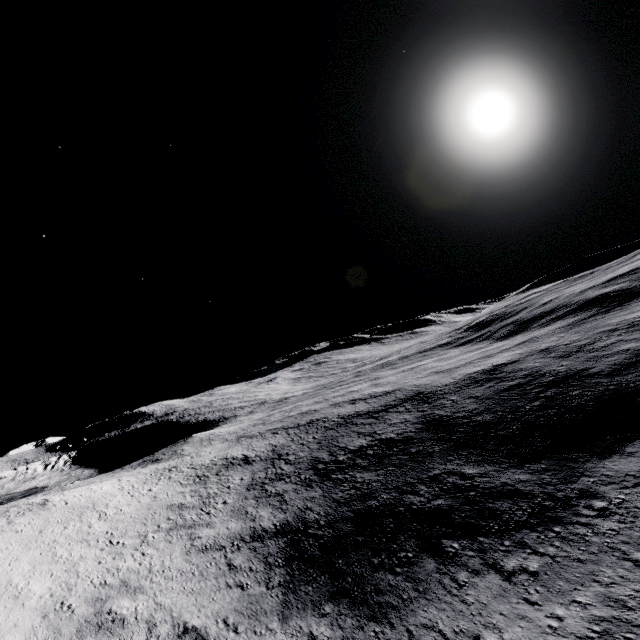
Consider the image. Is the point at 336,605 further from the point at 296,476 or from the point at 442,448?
the point at 296,476
